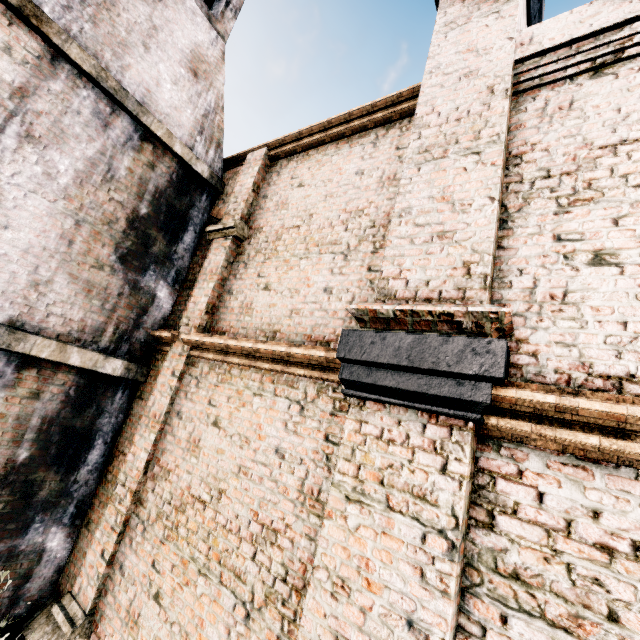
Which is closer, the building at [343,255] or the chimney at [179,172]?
the building at [343,255]

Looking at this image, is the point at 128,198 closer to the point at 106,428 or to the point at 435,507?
the point at 106,428

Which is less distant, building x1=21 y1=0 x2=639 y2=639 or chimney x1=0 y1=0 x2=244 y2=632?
building x1=21 y1=0 x2=639 y2=639
